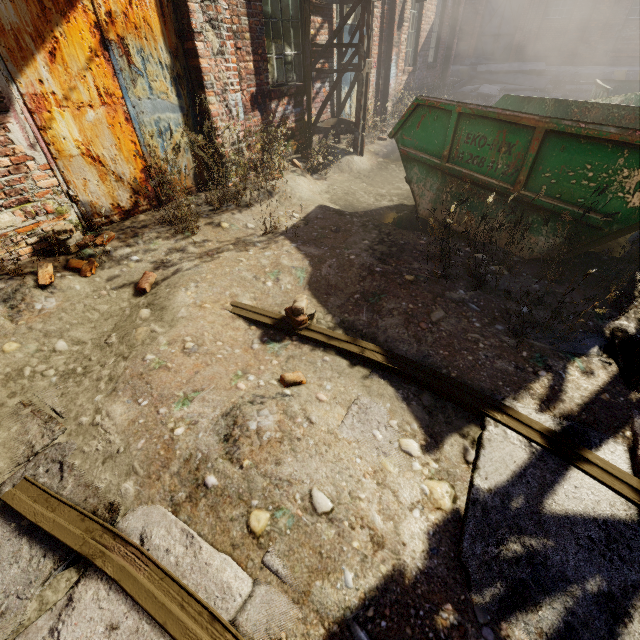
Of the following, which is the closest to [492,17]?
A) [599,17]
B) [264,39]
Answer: [599,17]

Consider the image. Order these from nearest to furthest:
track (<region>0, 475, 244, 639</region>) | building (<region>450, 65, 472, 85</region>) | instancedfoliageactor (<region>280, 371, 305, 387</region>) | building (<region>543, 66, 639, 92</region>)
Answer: track (<region>0, 475, 244, 639</region>) < instancedfoliageactor (<region>280, 371, 305, 387</region>) < building (<region>543, 66, 639, 92</region>) < building (<region>450, 65, 472, 85</region>)

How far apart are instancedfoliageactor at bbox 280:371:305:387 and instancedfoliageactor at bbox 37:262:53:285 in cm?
251

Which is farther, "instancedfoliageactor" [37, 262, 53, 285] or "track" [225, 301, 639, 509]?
"instancedfoliageactor" [37, 262, 53, 285]

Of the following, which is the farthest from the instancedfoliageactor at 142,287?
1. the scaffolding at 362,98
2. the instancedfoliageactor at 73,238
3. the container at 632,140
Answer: the scaffolding at 362,98

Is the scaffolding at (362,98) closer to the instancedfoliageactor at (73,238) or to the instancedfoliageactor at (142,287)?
the instancedfoliageactor at (73,238)

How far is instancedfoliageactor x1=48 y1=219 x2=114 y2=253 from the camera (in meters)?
3.22

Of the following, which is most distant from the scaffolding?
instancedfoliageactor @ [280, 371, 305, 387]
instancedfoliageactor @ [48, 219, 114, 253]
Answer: instancedfoliageactor @ [280, 371, 305, 387]
